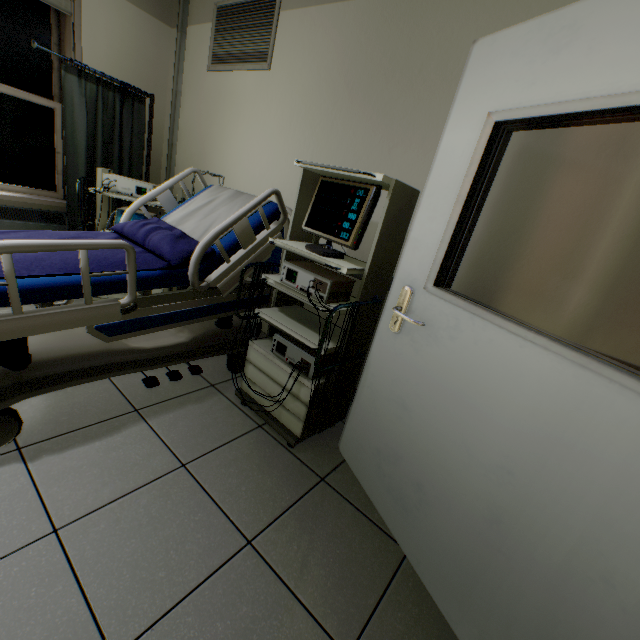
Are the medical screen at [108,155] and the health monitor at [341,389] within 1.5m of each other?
no

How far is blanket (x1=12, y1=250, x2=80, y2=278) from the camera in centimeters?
124cm

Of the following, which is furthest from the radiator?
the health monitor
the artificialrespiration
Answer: the health monitor

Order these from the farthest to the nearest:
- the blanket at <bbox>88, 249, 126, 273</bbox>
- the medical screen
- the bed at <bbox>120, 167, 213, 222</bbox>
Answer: the medical screen < the bed at <bbox>120, 167, 213, 222</bbox> < the blanket at <bbox>88, 249, 126, 273</bbox>

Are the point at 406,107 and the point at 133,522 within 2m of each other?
no

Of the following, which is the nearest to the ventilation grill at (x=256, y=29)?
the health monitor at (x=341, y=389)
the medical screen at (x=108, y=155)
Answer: the medical screen at (x=108, y=155)

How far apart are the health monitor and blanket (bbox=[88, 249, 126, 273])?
0.2 meters
